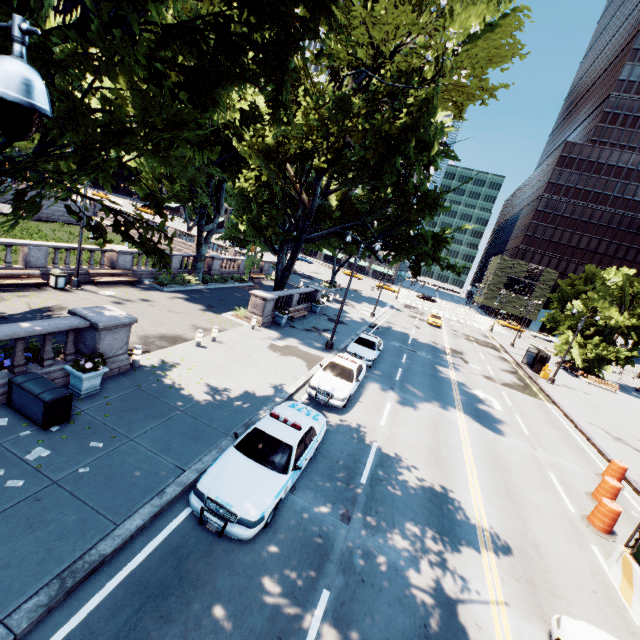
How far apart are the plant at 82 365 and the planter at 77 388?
0.02m

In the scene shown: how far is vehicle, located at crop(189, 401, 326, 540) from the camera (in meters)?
6.92

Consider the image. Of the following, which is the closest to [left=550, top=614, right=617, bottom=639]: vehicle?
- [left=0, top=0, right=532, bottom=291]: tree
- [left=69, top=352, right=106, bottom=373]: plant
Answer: [left=0, top=0, right=532, bottom=291]: tree

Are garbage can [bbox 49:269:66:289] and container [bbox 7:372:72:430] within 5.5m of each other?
no

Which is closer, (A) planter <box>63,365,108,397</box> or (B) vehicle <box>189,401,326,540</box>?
(B) vehicle <box>189,401,326,540</box>

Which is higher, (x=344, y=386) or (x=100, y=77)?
(x=100, y=77)

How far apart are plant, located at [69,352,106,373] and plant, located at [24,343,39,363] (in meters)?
1.81

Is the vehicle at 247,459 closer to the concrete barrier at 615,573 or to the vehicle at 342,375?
the vehicle at 342,375
